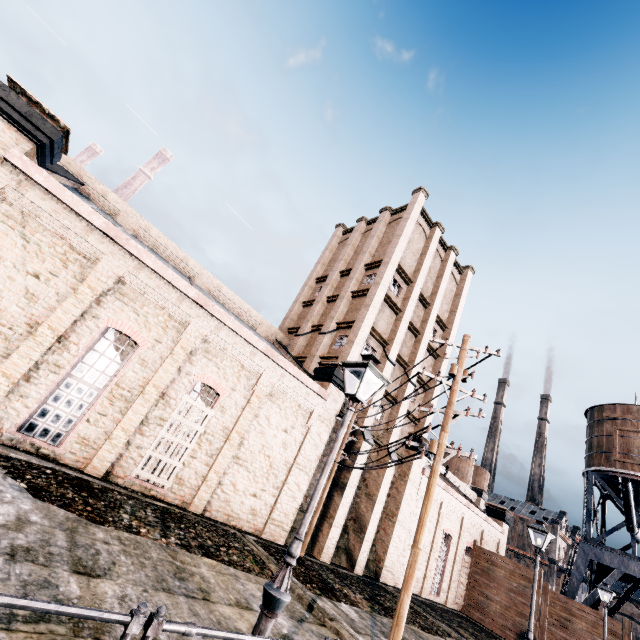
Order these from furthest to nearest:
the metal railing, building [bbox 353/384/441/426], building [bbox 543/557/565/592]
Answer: building [bbox 543/557/565/592] → building [bbox 353/384/441/426] → the metal railing

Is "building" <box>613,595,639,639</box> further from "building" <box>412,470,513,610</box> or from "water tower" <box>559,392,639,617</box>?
"water tower" <box>559,392,639,617</box>

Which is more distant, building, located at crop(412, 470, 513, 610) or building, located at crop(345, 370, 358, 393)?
building, located at crop(412, 470, 513, 610)

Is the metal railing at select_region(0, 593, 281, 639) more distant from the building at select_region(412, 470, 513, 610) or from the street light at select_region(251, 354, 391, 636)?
the building at select_region(412, 470, 513, 610)

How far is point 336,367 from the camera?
20.2m

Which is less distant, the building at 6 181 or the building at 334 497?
the building at 6 181

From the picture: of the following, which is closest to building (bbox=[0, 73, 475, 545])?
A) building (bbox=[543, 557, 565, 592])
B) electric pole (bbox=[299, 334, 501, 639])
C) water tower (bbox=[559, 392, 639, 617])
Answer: electric pole (bbox=[299, 334, 501, 639])

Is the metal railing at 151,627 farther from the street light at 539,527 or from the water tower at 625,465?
the water tower at 625,465
